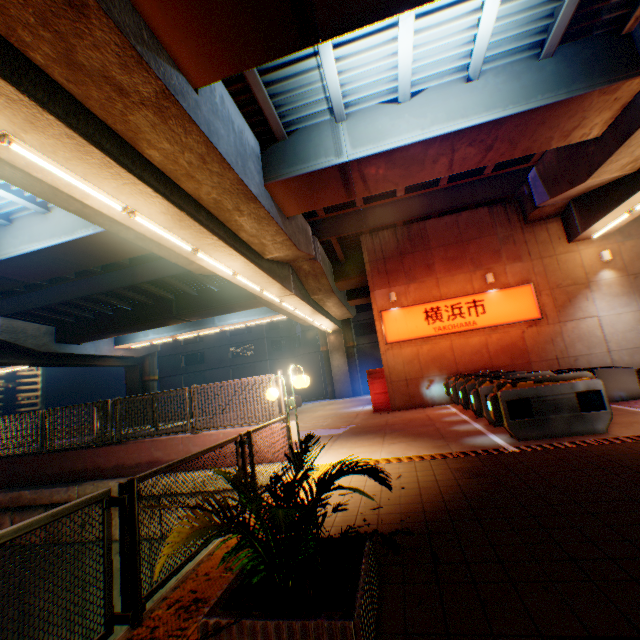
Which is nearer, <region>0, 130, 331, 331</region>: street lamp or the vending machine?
<region>0, 130, 331, 331</region>: street lamp

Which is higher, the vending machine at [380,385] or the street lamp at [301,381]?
the street lamp at [301,381]

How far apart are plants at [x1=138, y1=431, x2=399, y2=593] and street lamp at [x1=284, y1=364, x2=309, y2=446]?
3.54m

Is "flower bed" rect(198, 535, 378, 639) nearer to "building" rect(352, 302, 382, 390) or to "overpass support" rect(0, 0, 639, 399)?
"overpass support" rect(0, 0, 639, 399)

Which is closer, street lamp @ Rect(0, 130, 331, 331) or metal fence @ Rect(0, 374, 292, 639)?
metal fence @ Rect(0, 374, 292, 639)

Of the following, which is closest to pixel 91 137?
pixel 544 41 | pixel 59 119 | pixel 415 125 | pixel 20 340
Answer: pixel 59 119

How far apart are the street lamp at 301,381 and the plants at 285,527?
3.54m

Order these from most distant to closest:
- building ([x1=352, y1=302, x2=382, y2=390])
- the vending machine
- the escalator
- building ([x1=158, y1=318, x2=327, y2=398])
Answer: building ([x1=158, y1=318, x2=327, y2=398]), building ([x1=352, y1=302, x2=382, y2=390]), the vending machine, the escalator
